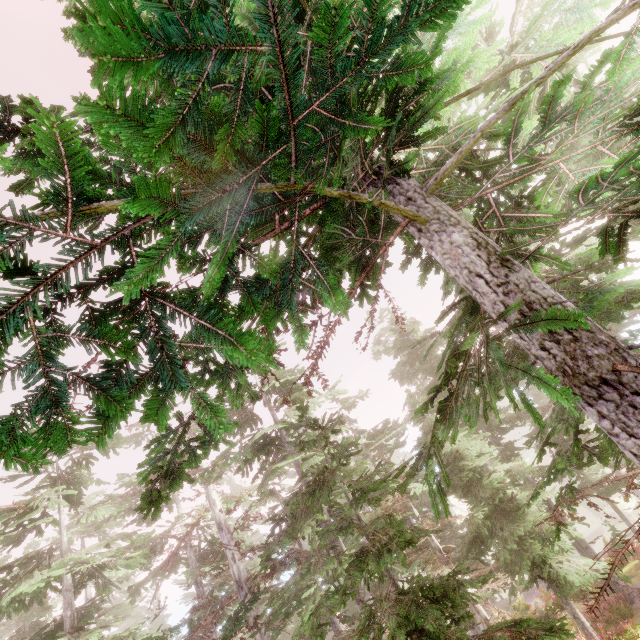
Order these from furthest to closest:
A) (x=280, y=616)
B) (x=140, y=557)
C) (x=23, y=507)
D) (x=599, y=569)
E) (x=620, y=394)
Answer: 1. (x=280, y=616)
2. (x=599, y=569)
3. (x=23, y=507)
4. (x=140, y=557)
5. (x=620, y=394)
